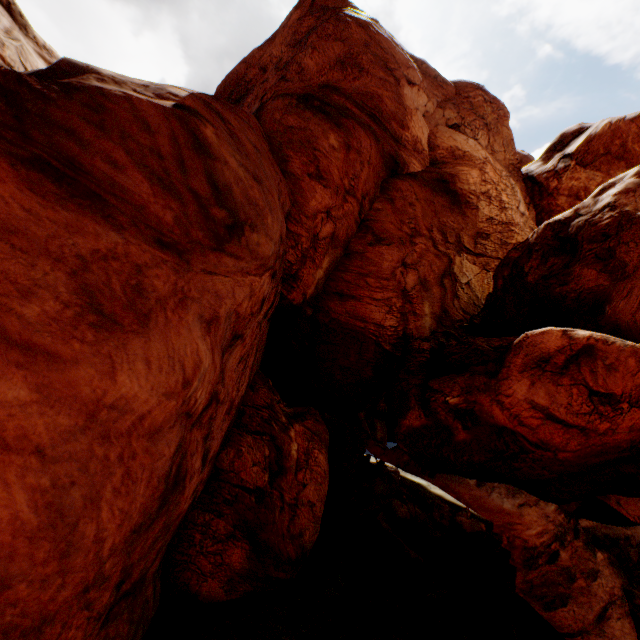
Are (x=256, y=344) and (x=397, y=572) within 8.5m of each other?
no
